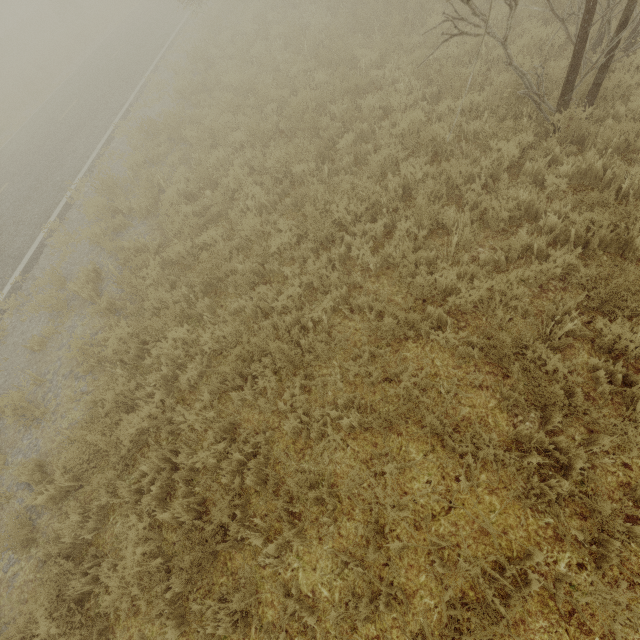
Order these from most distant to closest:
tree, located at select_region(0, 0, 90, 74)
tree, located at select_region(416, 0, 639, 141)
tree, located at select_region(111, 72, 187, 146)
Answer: tree, located at select_region(0, 0, 90, 74), tree, located at select_region(111, 72, 187, 146), tree, located at select_region(416, 0, 639, 141)

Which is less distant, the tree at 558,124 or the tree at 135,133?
the tree at 558,124

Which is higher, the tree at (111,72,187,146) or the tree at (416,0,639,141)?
the tree at (111,72,187,146)

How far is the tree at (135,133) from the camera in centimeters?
1035cm

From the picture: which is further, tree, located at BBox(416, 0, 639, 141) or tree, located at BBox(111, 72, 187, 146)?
tree, located at BBox(111, 72, 187, 146)

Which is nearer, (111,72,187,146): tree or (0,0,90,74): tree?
(111,72,187,146): tree

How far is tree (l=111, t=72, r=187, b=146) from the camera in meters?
10.4 m

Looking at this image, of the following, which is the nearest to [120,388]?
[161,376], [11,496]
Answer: [161,376]
